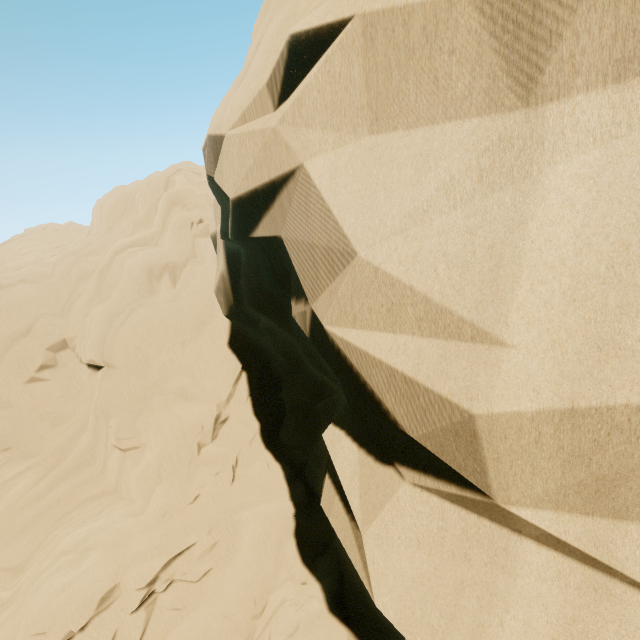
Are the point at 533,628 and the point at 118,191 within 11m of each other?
no
